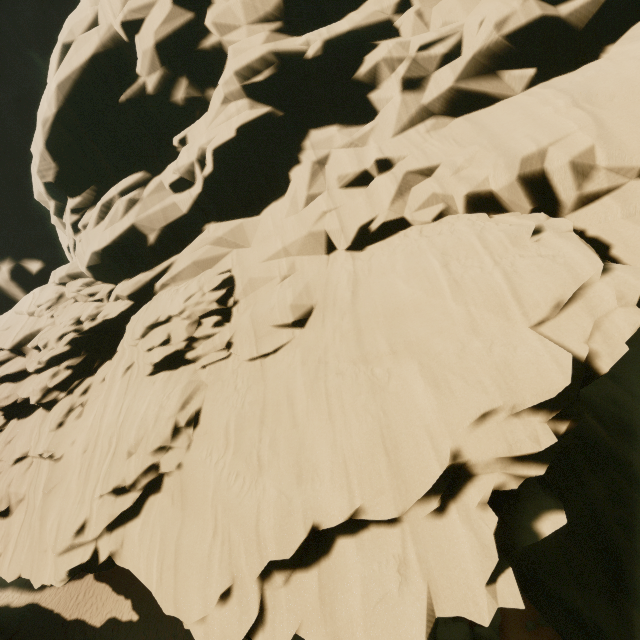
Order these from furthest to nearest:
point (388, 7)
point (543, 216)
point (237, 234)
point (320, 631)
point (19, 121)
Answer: point (19, 121) < point (237, 234) < point (388, 7) < point (543, 216) < point (320, 631)
